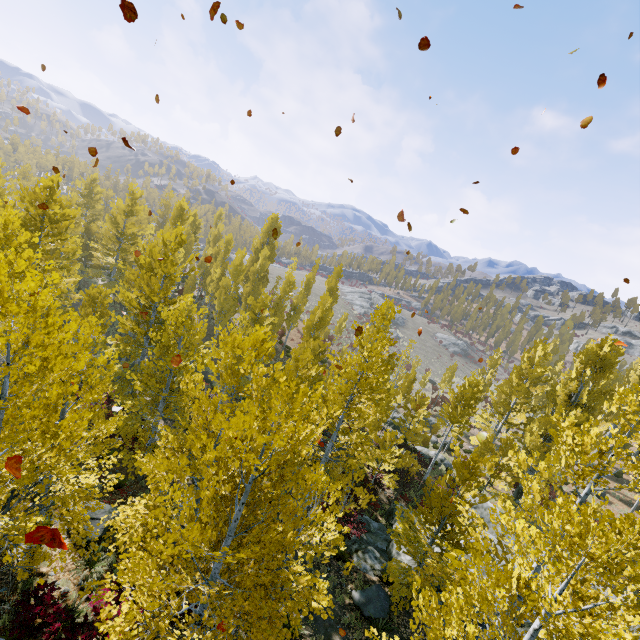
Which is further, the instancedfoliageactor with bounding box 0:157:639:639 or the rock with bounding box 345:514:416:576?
the rock with bounding box 345:514:416:576

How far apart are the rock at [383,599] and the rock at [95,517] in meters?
9.3 m

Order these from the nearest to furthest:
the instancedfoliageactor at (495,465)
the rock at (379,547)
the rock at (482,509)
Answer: the instancedfoliageactor at (495,465)
the rock at (379,547)
the rock at (482,509)

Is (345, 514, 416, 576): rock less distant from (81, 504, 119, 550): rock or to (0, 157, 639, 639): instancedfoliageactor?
(0, 157, 639, 639): instancedfoliageactor

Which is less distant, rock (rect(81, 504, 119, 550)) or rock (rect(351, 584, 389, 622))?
rock (rect(81, 504, 119, 550))

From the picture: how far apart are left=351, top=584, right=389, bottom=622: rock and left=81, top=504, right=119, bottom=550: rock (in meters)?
9.27

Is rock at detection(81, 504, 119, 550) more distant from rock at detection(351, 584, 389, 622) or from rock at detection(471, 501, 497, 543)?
rock at detection(351, 584, 389, 622)

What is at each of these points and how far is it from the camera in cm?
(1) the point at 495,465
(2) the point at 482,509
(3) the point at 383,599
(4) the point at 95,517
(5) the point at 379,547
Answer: (1) instancedfoliageactor, 1897
(2) rock, 1659
(3) rock, 1227
(4) rock, 1104
(5) rock, 1587
